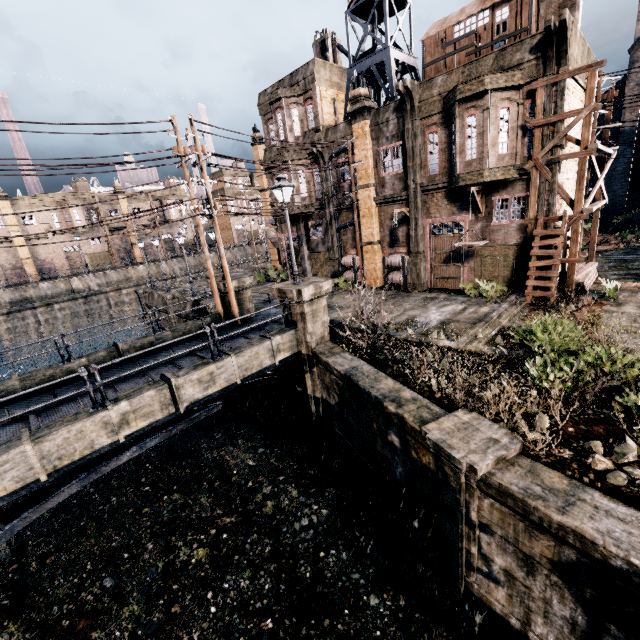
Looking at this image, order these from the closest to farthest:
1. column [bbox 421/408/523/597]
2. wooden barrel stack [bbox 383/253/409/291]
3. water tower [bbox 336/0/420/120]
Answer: column [bbox 421/408/523/597], water tower [bbox 336/0/420/120], wooden barrel stack [bbox 383/253/409/291]

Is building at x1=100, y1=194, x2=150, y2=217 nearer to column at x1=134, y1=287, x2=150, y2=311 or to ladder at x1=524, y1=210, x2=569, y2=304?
column at x1=134, y1=287, x2=150, y2=311

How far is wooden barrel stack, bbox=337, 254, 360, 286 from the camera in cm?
2442

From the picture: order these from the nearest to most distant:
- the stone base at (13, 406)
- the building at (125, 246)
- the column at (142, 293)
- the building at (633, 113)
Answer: the stone base at (13, 406)
the building at (633, 113)
the column at (142, 293)
the building at (125, 246)

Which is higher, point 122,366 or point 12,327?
point 122,366

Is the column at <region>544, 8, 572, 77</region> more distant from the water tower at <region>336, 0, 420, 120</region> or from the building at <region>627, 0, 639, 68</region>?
the building at <region>627, 0, 639, 68</region>

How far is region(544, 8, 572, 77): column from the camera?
13.11m

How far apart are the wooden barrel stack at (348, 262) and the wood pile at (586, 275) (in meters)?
12.99
